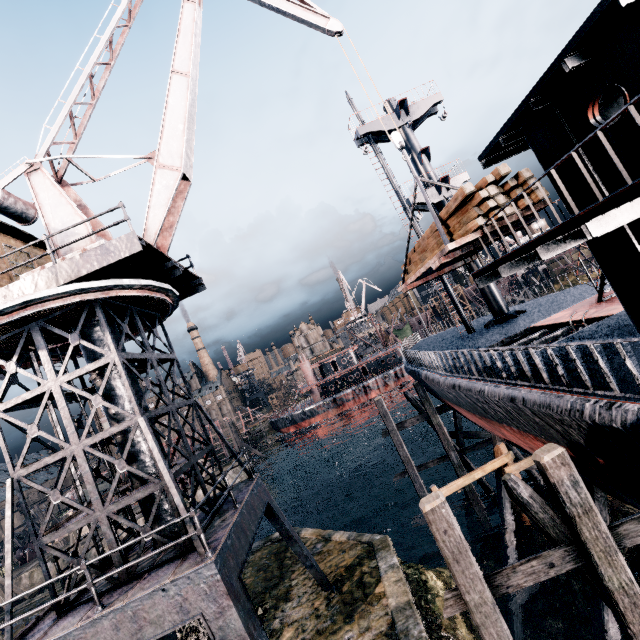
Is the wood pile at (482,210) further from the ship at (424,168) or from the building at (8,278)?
the building at (8,278)

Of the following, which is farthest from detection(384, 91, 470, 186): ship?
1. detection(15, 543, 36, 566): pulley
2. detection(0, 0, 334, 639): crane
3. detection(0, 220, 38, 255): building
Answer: detection(15, 543, 36, 566): pulley

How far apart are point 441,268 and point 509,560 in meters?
14.9 m

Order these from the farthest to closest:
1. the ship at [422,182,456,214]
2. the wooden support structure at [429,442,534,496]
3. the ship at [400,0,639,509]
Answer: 1. the ship at [422,182,456,214]
2. the wooden support structure at [429,442,534,496]
3. the ship at [400,0,639,509]

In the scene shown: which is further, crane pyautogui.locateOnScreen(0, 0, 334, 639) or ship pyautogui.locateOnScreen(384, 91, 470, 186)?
ship pyautogui.locateOnScreen(384, 91, 470, 186)

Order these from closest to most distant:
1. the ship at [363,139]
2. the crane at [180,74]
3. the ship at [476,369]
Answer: the ship at [476,369] → the crane at [180,74] → the ship at [363,139]

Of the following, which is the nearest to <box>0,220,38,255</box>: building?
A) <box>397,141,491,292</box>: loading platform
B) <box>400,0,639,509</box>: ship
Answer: <box>397,141,491,292</box>: loading platform

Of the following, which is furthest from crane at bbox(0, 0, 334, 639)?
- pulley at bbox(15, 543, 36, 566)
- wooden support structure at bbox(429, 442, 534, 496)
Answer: pulley at bbox(15, 543, 36, 566)
